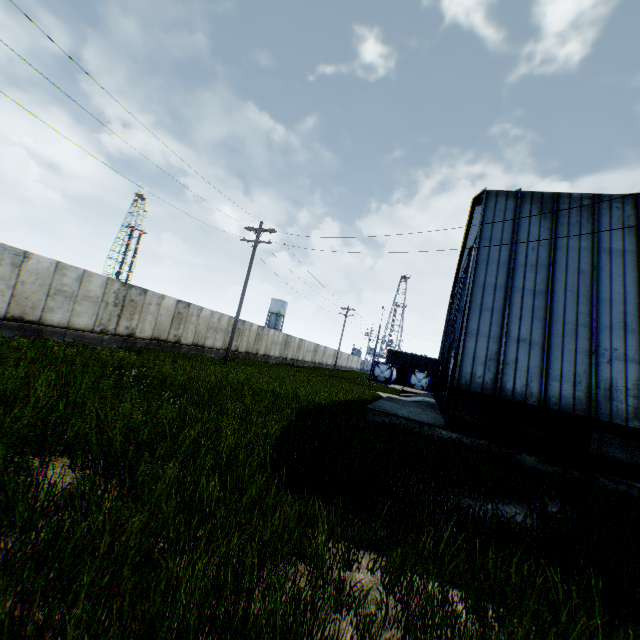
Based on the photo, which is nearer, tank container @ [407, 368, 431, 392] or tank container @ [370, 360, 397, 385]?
tank container @ [407, 368, 431, 392]

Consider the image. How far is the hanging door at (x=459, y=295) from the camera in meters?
19.6 m

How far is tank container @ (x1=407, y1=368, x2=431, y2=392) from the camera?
43.91m

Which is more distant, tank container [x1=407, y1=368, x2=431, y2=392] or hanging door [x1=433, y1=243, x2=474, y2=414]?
tank container [x1=407, y1=368, x2=431, y2=392]

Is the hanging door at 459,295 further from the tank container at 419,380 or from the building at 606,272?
the tank container at 419,380

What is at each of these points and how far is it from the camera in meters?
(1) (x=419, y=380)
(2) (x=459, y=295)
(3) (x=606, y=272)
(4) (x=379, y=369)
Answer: (1) tank container, 44.2 m
(2) hanging door, 22.8 m
(3) building, 12.4 m
(4) tank container, 46.1 m

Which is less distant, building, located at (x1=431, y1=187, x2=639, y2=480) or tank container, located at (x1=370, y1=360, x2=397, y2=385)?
building, located at (x1=431, y1=187, x2=639, y2=480)

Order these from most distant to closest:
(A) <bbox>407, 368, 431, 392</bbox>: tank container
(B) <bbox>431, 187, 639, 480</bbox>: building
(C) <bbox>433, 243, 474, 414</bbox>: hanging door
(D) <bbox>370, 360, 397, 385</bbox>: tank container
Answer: (D) <bbox>370, 360, 397, 385</bbox>: tank container < (A) <bbox>407, 368, 431, 392</bbox>: tank container < (C) <bbox>433, 243, 474, 414</bbox>: hanging door < (B) <bbox>431, 187, 639, 480</bbox>: building
